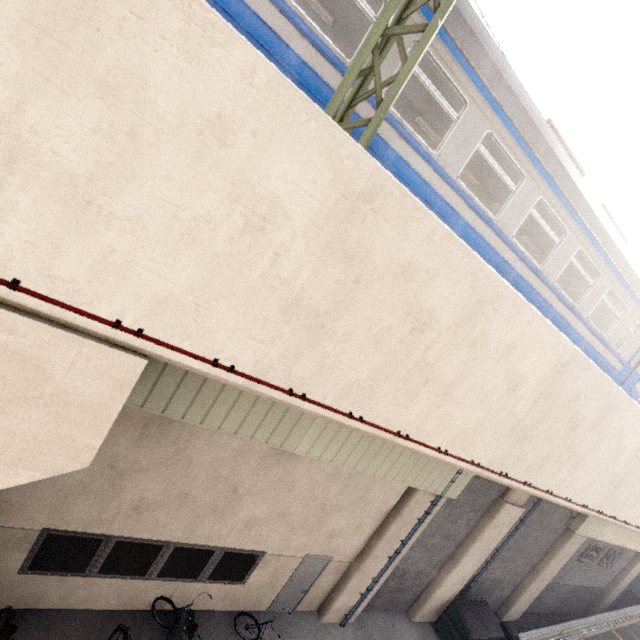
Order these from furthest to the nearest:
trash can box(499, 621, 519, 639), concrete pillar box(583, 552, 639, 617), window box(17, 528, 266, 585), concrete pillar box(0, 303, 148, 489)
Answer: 1. concrete pillar box(583, 552, 639, 617)
2. trash can box(499, 621, 519, 639)
3. window box(17, 528, 266, 585)
4. concrete pillar box(0, 303, 148, 489)

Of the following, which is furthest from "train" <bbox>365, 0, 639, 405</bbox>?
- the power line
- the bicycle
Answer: the bicycle

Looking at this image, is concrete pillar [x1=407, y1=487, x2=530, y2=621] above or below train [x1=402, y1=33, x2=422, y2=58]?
below

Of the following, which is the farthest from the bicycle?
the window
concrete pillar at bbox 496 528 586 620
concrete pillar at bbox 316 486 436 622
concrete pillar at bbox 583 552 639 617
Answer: concrete pillar at bbox 583 552 639 617

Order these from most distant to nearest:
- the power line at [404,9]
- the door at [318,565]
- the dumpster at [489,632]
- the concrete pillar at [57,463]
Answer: the dumpster at [489,632] → the door at [318,565] → the power line at [404,9] → the concrete pillar at [57,463]

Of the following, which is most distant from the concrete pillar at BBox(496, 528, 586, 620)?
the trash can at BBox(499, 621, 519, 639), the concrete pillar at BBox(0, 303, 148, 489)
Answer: the concrete pillar at BBox(0, 303, 148, 489)

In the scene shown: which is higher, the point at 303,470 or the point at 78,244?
the point at 78,244

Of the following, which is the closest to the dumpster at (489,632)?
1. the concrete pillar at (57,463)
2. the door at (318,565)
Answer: the door at (318,565)
